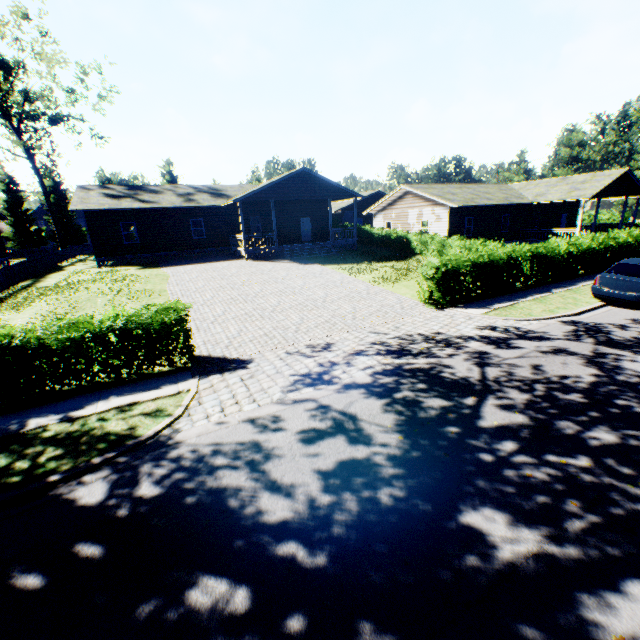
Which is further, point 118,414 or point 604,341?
point 604,341

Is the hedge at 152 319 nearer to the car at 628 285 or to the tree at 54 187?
the tree at 54 187

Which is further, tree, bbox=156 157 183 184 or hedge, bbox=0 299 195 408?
tree, bbox=156 157 183 184

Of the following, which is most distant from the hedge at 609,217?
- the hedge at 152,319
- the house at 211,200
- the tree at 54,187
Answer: the hedge at 152,319

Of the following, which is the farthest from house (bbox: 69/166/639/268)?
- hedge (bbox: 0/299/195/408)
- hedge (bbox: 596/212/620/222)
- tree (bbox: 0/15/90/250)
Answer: hedge (bbox: 596/212/620/222)

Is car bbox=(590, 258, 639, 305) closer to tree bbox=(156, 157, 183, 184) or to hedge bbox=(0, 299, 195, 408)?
hedge bbox=(0, 299, 195, 408)

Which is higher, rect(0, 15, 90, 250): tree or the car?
rect(0, 15, 90, 250): tree

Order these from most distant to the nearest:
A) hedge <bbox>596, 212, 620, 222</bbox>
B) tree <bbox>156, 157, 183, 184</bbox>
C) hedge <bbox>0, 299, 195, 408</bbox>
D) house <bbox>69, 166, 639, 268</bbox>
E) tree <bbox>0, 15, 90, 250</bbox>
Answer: tree <bbox>156, 157, 183, 184</bbox> → hedge <bbox>596, 212, 620, 222</bbox> → tree <bbox>0, 15, 90, 250</bbox> → house <bbox>69, 166, 639, 268</bbox> → hedge <bbox>0, 299, 195, 408</bbox>
